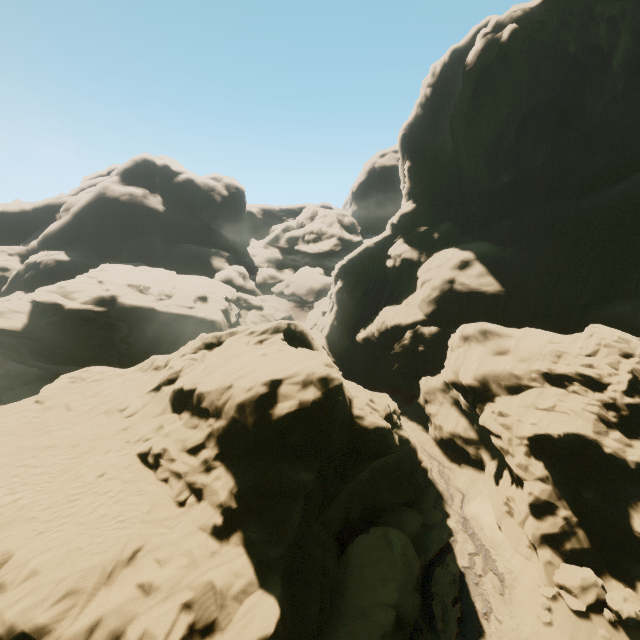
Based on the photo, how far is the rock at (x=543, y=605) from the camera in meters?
13.5

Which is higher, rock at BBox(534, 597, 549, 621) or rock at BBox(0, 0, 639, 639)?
rock at BBox(0, 0, 639, 639)

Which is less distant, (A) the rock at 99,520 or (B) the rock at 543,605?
(A) the rock at 99,520

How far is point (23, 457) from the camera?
14.41m

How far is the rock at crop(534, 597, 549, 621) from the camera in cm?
1349

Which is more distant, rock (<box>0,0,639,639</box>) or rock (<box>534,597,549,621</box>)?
rock (<box>534,597,549,621</box>)
